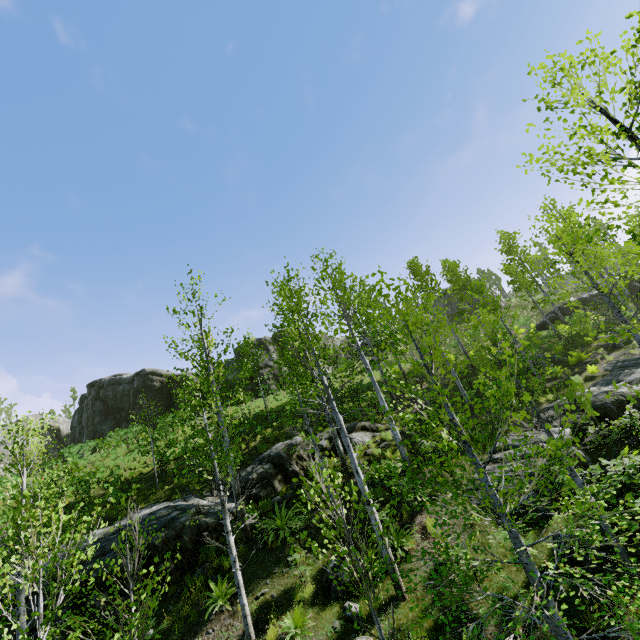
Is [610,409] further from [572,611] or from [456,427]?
[456,427]

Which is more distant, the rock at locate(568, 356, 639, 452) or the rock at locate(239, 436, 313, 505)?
the rock at locate(239, 436, 313, 505)

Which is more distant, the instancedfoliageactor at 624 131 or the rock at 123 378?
the rock at 123 378

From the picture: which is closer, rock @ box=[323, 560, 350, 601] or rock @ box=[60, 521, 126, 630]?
rock @ box=[323, 560, 350, 601]

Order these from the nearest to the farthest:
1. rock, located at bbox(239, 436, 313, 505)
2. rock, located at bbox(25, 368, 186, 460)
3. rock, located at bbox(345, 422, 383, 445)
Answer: rock, located at bbox(239, 436, 313, 505) < rock, located at bbox(345, 422, 383, 445) < rock, located at bbox(25, 368, 186, 460)

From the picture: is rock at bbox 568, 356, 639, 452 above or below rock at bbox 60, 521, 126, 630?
below

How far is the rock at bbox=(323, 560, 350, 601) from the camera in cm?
835

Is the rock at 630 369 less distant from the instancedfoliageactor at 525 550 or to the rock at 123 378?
the instancedfoliageactor at 525 550
